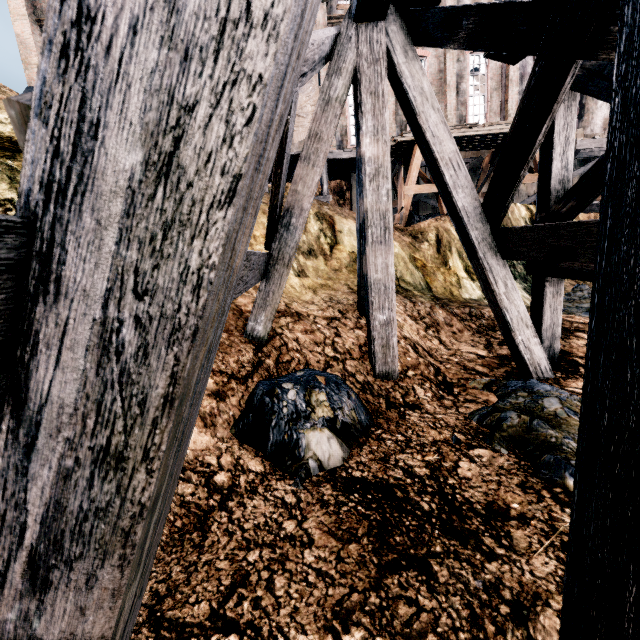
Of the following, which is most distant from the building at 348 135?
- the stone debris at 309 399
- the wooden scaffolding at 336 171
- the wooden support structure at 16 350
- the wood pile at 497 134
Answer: the stone debris at 309 399

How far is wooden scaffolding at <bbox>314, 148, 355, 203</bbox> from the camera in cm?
1623

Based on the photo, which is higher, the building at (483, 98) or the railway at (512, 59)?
the building at (483, 98)

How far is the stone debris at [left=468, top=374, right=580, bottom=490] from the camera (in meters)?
3.34

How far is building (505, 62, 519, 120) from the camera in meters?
23.1

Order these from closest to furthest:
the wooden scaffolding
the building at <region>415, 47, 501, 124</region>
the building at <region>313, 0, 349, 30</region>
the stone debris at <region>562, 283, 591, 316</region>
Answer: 1. the stone debris at <region>562, 283, 591, 316</region>
2. the wooden scaffolding
3. the building at <region>313, 0, 349, 30</region>
4. the building at <region>415, 47, 501, 124</region>

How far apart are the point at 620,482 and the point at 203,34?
1.59m
